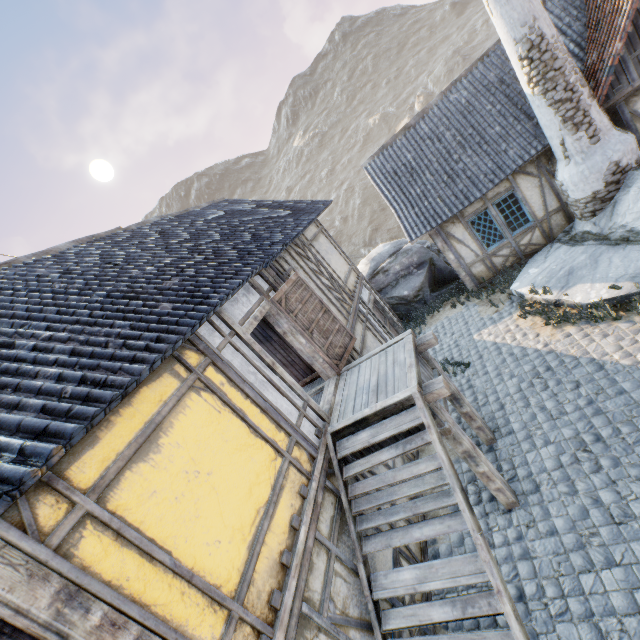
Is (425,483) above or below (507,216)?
above

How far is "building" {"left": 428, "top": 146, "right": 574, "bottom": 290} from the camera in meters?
9.8 m

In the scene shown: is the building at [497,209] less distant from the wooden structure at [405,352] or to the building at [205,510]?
the building at [205,510]

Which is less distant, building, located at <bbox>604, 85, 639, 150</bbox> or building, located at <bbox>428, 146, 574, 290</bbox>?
building, located at <bbox>604, 85, 639, 150</bbox>

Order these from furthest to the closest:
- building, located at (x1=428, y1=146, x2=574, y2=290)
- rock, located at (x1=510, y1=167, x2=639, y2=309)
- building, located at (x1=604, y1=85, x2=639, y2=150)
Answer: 1. building, located at (x1=428, y1=146, x2=574, y2=290)
2. building, located at (x1=604, y1=85, x2=639, y2=150)
3. rock, located at (x1=510, y1=167, x2=639, y2=309)

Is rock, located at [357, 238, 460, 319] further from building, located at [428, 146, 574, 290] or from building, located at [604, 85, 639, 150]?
building, located at [604, 85, 639, 150]

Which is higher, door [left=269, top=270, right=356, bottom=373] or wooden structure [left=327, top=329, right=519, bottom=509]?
door [left=269, top=270, right=356, bottom=373]

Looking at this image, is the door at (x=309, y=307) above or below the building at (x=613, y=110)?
above
